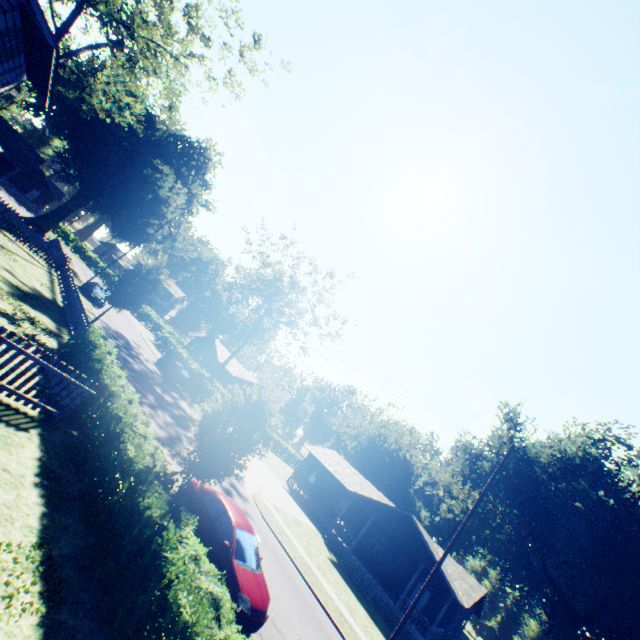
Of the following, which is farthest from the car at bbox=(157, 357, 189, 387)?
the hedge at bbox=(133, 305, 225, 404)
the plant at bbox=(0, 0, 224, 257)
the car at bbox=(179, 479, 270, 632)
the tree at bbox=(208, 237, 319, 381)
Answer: the car at bbox=(179, 479, 270, 632)

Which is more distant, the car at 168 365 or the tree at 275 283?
the tree at 275 283

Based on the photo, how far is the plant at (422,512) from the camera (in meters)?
57.03

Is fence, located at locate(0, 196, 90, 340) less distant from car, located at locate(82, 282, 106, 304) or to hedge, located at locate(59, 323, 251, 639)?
car, located at locate(82, 282, 106, 304)

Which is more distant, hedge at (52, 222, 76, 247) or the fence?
hedge at (52, 222, 76, 247)

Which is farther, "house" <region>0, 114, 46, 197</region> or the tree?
the tree

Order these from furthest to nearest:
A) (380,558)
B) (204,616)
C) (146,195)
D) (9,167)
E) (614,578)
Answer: (146,195) → (614,578) → (380,558) → (9,167) → (204,616)

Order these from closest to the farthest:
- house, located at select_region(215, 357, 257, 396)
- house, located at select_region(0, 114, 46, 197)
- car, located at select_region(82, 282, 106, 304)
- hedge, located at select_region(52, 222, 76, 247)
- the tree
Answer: house, located at select_region(0, 114, 46, 197)
car, located at select_region(82, 282, 106, 304)
the tree
house, located at select_region(215, 357, 257, 396)
hedge, located at select_region(52, 222, 76, 247)
